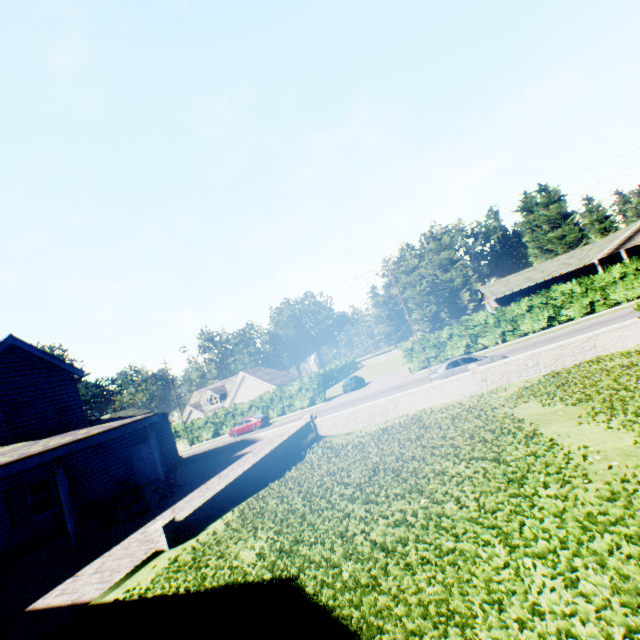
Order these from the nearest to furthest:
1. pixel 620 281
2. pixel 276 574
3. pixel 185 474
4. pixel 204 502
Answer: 1. pixel 276 574
2. pixel 204 502
3. pixel 185 474
4. pixel 620 281

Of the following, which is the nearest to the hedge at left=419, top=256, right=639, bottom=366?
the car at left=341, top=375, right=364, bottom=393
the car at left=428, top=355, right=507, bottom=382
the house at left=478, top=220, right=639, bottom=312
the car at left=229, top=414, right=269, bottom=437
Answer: the car at left=428, top=355, right=507, bottom=382

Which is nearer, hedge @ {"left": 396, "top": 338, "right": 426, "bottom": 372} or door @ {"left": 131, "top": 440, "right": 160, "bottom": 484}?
door @ {"left": 131, "top": 440, "right": 160, "bottom": 484}

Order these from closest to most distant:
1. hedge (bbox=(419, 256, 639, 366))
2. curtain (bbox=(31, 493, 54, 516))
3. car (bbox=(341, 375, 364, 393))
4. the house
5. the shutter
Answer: the shutter → curtain (bbox=(31, 493, 54, 516)) → hedge (bbox=(419, 256, 639, 366)) → the house → car (bbox=(341, 375, 364, 393))

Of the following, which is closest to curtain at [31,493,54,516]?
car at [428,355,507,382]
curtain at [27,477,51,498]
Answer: curtain at [27,477,51,498]

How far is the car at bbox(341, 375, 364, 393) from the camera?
37.6 meters

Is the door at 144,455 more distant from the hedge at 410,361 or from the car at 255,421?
the hedge at 410,361

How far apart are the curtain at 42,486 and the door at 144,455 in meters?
4.0 m
